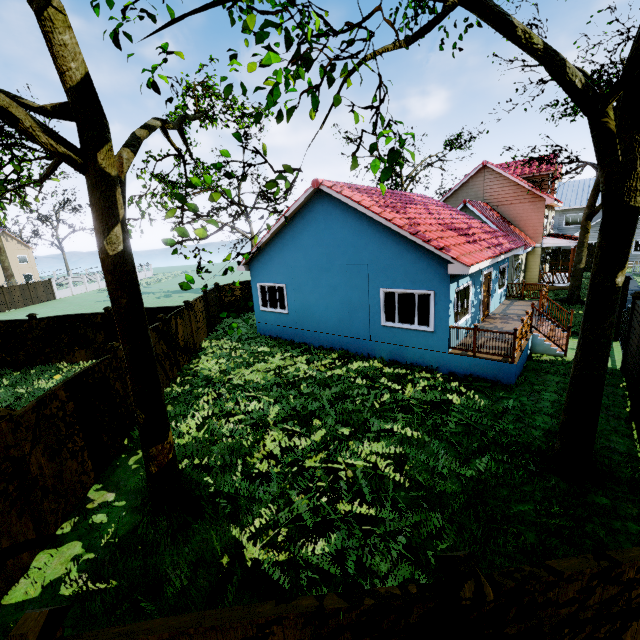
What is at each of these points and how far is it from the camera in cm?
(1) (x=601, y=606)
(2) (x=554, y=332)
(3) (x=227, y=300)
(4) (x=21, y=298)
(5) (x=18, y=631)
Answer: (1) fence, 242
(2) stairs, 1313
(3) fence, 2133
(4) fence, 3362
(5) fence post, 199

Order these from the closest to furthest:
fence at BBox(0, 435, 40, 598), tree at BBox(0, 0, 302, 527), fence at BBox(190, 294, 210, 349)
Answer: tree at BBox(0, 0, 302, 527) < fence at BBox(0, 435, 40, 598) < fence at BBox(190, 294, 210, 349)

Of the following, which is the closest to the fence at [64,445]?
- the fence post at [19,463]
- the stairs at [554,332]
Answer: the fence post at [19,463]

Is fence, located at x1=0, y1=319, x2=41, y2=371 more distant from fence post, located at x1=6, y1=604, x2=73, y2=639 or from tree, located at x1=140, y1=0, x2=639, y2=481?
tree, located at x1=140, y1=0, x2=639, y2=481

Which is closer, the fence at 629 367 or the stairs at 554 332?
the fence at 629 367

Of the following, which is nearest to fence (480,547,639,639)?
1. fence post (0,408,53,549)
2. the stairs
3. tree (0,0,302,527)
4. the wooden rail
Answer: fence post (0,408,53,549)

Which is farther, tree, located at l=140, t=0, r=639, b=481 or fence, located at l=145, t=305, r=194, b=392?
fence, located at l=145, t=305, r=194, b=392

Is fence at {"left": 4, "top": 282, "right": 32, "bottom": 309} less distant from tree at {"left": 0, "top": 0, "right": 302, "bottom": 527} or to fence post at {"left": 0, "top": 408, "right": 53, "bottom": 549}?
fence post at {"left": 0, "top": 408, "right": 53, "bottom": 549}
